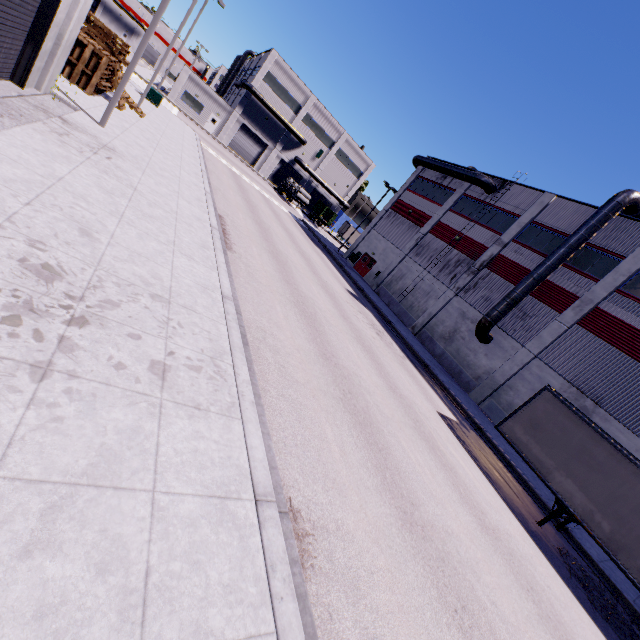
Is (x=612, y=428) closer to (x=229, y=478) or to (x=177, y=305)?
(x=229, y=478)

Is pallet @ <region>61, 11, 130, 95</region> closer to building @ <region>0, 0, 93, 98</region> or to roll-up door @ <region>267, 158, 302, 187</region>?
building @ <region>0, 0, 93, 98</region>

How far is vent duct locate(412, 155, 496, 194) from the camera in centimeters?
2831cm

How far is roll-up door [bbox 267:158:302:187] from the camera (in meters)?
56.34

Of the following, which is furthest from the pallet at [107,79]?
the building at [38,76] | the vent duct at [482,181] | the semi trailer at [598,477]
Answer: the vent duct at [482,181]

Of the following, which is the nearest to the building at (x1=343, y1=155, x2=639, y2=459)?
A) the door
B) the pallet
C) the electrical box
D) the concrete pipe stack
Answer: the door

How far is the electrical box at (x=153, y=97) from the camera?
27.0m

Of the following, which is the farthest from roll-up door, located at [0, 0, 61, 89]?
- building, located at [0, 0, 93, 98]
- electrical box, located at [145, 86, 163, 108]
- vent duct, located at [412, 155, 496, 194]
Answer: electrical box, located at [145, 86, 163, 108]
